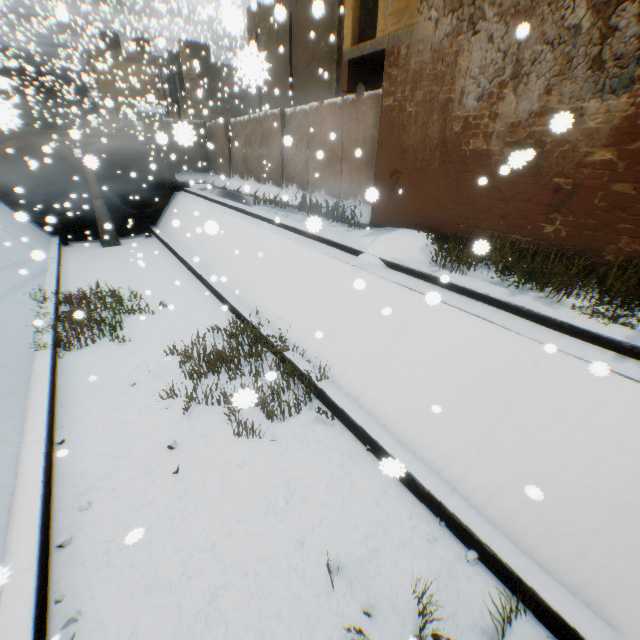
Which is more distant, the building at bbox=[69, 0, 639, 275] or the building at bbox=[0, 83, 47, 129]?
the building at bbox=[69, 0, 639, 275]

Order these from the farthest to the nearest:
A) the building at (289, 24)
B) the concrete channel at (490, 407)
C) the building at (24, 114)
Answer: the building at (289, 24) → the concrete channel at (490, 407) → the building at (24, 114)

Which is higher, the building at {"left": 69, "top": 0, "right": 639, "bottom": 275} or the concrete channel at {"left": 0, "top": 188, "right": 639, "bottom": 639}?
the building at {"left": 69, "top": 0, "right": 639, "bottom": 275}

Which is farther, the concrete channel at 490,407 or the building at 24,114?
the concrete channel at 490,407

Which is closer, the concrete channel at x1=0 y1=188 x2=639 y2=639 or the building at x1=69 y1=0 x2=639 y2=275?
the concrete channel at x1=0 y1=188 x2=639 y2=639

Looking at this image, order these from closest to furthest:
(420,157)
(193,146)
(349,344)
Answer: (349,344) < (420,157) < (193,146)

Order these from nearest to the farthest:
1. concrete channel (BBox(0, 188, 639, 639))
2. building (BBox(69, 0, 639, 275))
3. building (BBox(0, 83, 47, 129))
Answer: building (BBox(0, 83, 47, 129)), concrete channel (BBox(0, 188, 639, 639)), building (BBox(69, 0, 639, 275))
